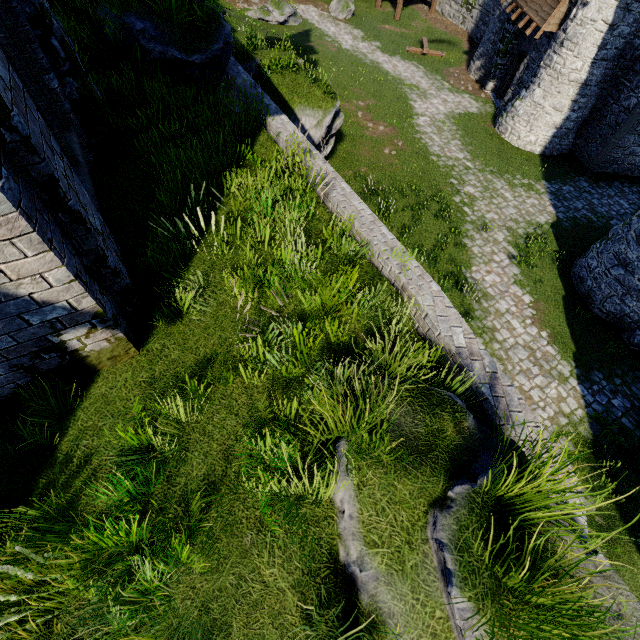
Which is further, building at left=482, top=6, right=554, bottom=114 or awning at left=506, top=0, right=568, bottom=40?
building at left=482, top=6, right=554, bottom=114

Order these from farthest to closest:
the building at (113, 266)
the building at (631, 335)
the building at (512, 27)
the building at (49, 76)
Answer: the building at (512, 27), the building at (631, 335), the building at (49, 76), the building at (113, 266)

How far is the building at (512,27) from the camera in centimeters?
1727cm

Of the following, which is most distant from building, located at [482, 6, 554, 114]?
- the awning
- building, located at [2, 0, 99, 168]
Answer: building, located at [2, 0, 99, 168]

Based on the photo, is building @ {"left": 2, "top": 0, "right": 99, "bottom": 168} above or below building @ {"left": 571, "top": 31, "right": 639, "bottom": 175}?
above

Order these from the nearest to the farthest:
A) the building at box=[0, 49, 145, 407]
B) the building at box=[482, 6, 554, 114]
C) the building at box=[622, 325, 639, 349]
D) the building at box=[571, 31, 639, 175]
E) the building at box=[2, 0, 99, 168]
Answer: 1. the building at box=[0, 49, 145, 407]
2. the building at box=[2, 0, 99, 168]
3. the building at box=[622, 325, 639, 349]
4. the building at box=[571, 31, 639, 175]
5. the building at box=[482, 6, 554, 114]

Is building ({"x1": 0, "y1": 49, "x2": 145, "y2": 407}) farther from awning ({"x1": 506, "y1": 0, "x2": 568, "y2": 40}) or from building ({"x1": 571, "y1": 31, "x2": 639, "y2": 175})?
awning ({"x1": 506, "y1": 0, "x2": 568, "y2": 40})

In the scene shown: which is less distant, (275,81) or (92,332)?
(92,332)
